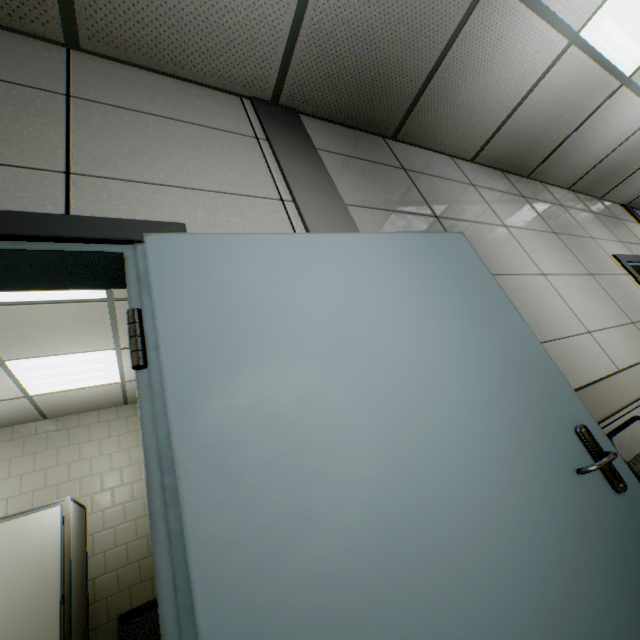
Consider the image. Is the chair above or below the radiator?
above

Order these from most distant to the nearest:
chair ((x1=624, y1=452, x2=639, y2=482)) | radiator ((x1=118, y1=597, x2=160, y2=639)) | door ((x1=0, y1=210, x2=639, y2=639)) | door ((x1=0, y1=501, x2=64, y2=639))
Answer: radiator ((x1=118, y1=597, x2=160, y2=639)), door ((x1=0, y1=501, x2=64, y2=639)), chair ((x1=624, y1=452, x2=639, y2=482)), door ((x1=0, y1=210, x2=639, y2=639))

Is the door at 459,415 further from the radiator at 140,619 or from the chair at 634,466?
the radiator at 140,619

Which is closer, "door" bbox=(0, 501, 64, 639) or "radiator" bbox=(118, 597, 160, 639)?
"door" bbox=(0, 501, 64, 639)

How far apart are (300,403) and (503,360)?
0.8 meters

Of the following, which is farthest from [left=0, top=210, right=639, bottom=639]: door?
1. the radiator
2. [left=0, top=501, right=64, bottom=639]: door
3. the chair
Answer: the radiator

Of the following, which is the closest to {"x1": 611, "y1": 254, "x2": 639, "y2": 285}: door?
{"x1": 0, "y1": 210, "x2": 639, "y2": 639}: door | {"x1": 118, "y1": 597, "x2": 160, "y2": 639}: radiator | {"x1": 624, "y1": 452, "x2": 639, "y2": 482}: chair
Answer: {"x1": 624, "y1": 452, "x2": 639, "y2": 482}: chair

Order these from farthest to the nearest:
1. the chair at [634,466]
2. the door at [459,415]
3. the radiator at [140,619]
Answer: the radiator at [140,619]
the chair at [634,466]
the door at [459,415]
